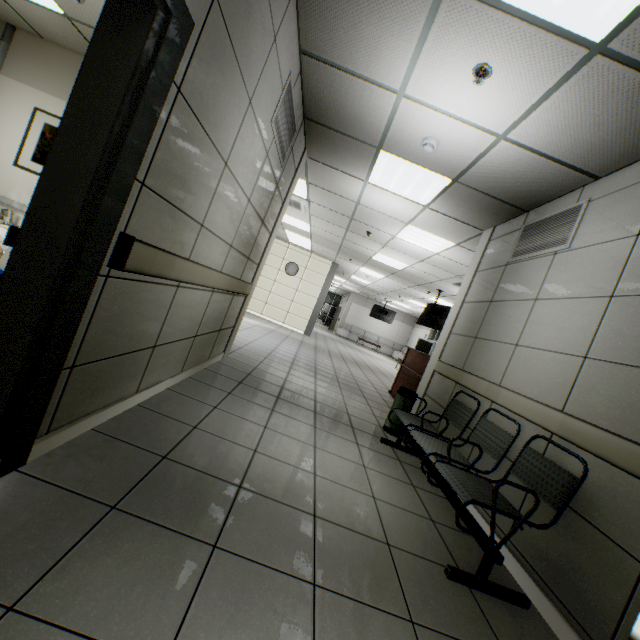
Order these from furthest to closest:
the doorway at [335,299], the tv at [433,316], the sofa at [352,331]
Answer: the doorway at [335,299] → the sofa at [352,331] → the tv at [433,316]

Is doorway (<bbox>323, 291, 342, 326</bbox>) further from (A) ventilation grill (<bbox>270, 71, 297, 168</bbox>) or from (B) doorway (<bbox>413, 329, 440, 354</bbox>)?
(A) ventilation grill (<bbox>270, 71, 297, 168</bbox>)

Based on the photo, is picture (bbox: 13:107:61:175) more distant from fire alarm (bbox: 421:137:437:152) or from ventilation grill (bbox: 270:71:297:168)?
fire alarm (bbox: 421:137:437:152)

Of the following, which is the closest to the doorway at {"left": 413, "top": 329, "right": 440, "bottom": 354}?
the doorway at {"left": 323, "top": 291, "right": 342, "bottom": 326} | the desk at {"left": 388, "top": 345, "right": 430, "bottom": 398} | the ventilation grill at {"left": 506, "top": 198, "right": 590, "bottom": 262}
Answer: the desk at {"left": 388, "top": 345, "right": 430, "bottom": 398}

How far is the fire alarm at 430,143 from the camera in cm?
331

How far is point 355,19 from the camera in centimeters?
236cm

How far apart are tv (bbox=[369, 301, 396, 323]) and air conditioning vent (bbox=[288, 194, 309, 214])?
12.6m

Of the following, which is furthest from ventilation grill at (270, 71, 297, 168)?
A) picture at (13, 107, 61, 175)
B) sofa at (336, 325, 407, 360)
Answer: sofa at (336, 325, 407, 360)
